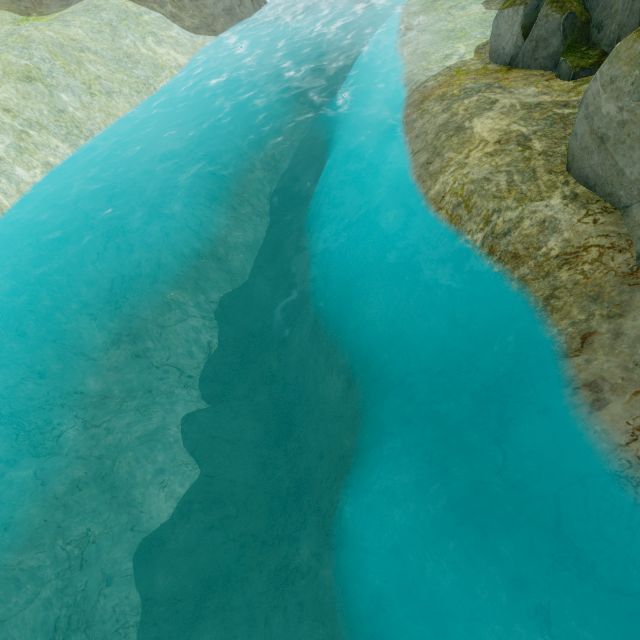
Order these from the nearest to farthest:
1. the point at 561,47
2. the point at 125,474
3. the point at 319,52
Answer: the point at 561,47 → the point at 125,474 → the point at 319,52
